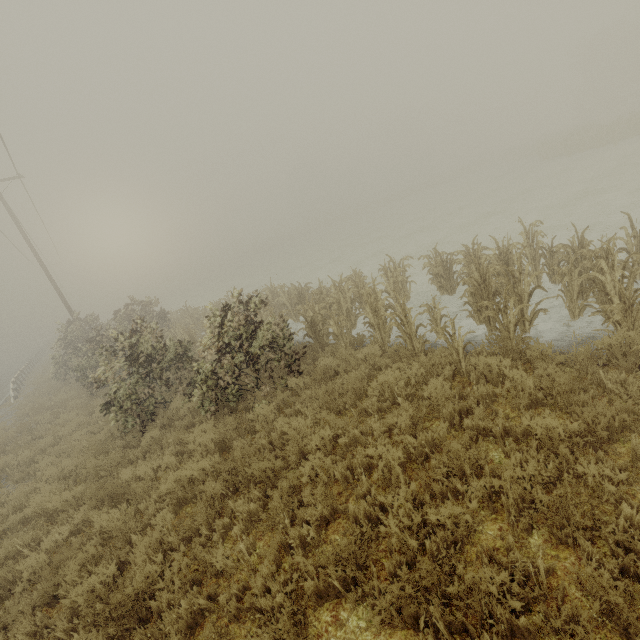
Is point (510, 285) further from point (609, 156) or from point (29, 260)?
point (29, 260)
